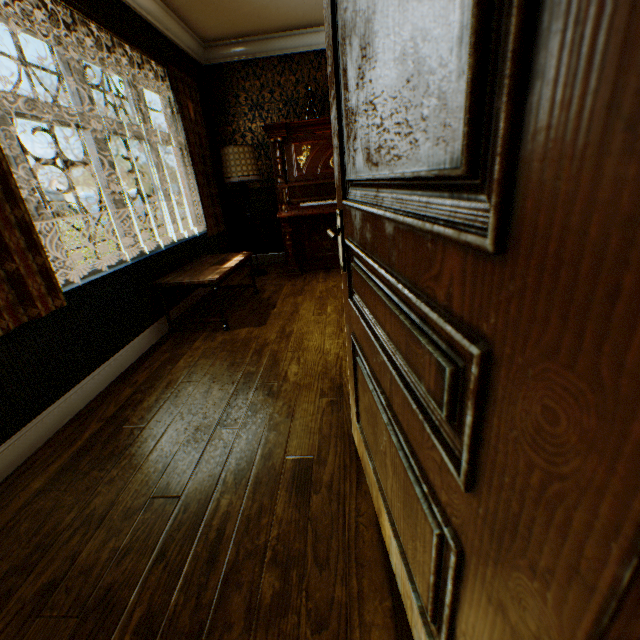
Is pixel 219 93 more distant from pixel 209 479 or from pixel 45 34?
pixel 209 479

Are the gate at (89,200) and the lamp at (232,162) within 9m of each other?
no

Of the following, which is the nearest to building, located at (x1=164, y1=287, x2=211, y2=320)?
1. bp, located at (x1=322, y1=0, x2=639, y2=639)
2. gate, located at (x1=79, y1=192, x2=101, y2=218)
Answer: bp, located at (x1=322, y1=0, x2=639, y2=639)

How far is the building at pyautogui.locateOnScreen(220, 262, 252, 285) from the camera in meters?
4.8

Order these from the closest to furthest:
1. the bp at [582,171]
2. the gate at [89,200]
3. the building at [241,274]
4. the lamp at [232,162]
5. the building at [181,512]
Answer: the bp at [582,171] → the building at [181,512] → the lamp at [232,162] → the building at [241,274] → the gate at [89,200]

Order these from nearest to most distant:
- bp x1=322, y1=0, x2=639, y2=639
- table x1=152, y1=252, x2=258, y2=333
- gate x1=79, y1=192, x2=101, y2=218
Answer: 1. bp x1=322, y1=0, x2=639, y2=639
2. table x1=152, y1=252, x2=258, y2=333
3. gate x1=79, y1=192, x2=101, y2=218

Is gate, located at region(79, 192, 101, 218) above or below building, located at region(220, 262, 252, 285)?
above
